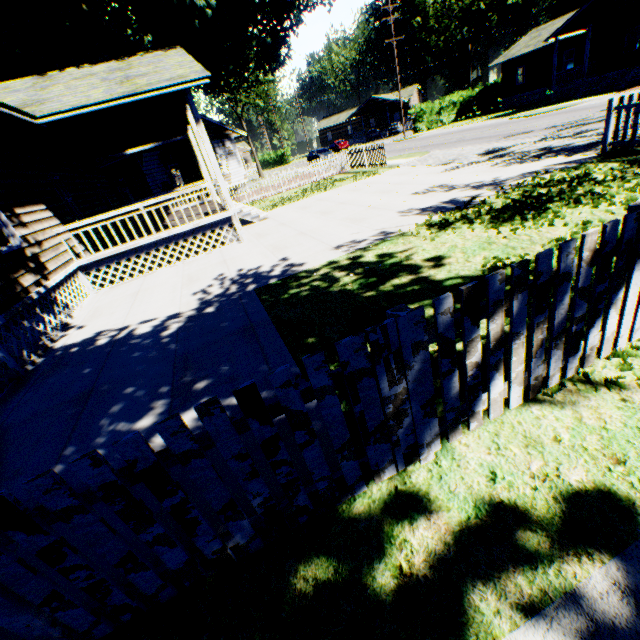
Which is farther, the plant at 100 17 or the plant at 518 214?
the plant at 100 17

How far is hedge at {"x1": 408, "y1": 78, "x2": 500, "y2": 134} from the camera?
37.22m

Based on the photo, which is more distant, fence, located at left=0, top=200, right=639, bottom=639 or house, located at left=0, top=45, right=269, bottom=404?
house, located at left=0, top=45, right=269, bottom=404

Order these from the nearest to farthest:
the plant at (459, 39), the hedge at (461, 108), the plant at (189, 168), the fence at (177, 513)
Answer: the fence at (177, 513) → the plant at (189, 168) → the hedge at (461, 108) → the plant at (459, 39)

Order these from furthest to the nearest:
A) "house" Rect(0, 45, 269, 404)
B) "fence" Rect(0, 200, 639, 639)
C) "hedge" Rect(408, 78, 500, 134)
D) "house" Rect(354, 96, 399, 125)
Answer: "house" Rect(354, 96, 399, 125) < "hedge" Rect(408, 78, 500, 134) < "house" Rect(0, 45, 269, 404) < "fence" Rect(0, 200, 639, 639)

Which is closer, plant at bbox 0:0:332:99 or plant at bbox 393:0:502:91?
plant at bbox 0:0:332:99

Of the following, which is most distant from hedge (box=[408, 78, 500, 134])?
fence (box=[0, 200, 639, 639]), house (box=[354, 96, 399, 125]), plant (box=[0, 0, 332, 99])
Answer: fence (box=[0, 200, 639, 639])

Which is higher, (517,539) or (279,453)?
(279,453)
